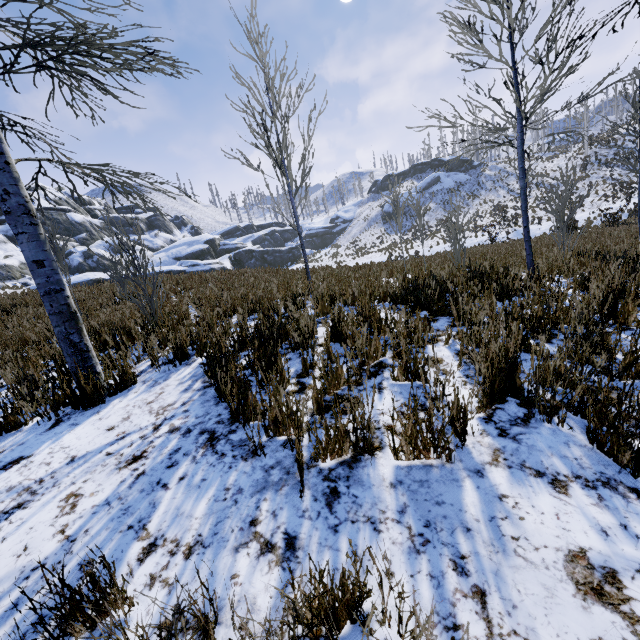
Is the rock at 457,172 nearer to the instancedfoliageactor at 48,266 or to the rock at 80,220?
the rock at 80,220

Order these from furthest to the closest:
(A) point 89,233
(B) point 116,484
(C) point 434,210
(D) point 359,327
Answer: (C) point 434,210, (A) point 89,233, (D) point 359,327, (B) point 116,484

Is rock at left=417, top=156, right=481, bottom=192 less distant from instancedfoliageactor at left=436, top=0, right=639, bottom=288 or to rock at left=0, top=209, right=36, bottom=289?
rock at left=0, top=209, right=36, bottom=289

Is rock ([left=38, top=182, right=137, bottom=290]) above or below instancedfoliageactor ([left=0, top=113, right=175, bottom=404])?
above

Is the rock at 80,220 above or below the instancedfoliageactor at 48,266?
above

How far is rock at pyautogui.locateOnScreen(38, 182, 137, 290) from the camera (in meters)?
32.56

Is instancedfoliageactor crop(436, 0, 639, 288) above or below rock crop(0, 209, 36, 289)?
below

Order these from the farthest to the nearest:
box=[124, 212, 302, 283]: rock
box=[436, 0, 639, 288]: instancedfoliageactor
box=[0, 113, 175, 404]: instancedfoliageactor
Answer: box=[124, 212, 302, 283]: rock, box=[436, 0, 639, 288]: instancedfoliageactor, box=[0, 113, 175, 404]: instancedfoliageactor
